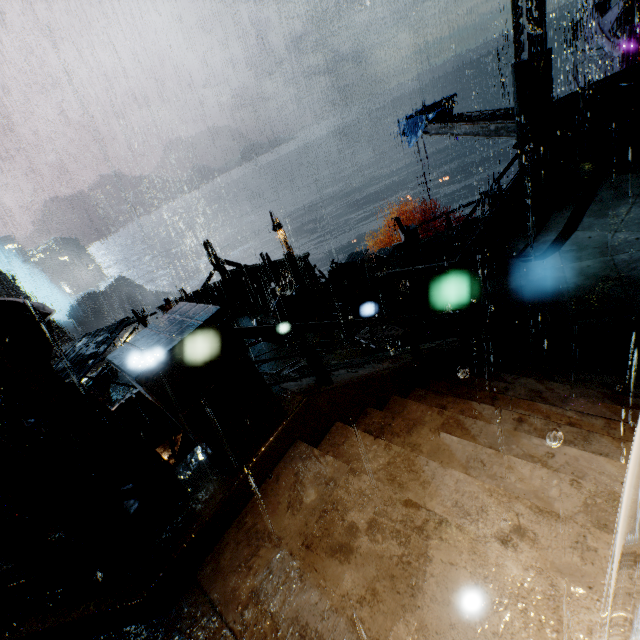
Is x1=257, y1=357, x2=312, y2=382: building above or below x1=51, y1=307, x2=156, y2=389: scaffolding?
below

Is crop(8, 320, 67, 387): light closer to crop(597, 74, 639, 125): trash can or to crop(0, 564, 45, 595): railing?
crop(0, 564, 45, 595): railing

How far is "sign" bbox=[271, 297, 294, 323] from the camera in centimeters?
1148cm

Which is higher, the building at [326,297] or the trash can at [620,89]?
the trash can at [620,89]

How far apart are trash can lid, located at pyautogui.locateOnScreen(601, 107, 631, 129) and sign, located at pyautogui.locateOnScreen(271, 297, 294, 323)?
12.8 meters

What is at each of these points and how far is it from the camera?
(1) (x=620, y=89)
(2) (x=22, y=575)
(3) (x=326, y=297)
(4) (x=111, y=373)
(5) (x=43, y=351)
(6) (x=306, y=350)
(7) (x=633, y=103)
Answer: (1) trash can, 11.0m
(2) railing, 3.0m
(3) building, 13.3m
(4) building, 17.6m
(5) light, 2.7m
(6) railing, 3.6m
(7) trash bag, 11.0m

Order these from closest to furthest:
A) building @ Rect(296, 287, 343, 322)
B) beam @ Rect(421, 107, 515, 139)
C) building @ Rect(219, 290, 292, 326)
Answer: building @ Rect(296, 287, 343, 322)
beam @ Rect(421, 107, 515, 139)
building @ Rect(219, 290, 292, 326)

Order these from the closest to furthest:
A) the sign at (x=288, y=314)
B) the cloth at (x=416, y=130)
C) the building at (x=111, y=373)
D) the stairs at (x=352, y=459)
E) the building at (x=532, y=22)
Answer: the stairs at (x=352, y=459) → the building at (x=532, y=22) → the sign at (x=288, y=314) → the building at (x=111, y=373) → the cloth at (x=416, y=130)
